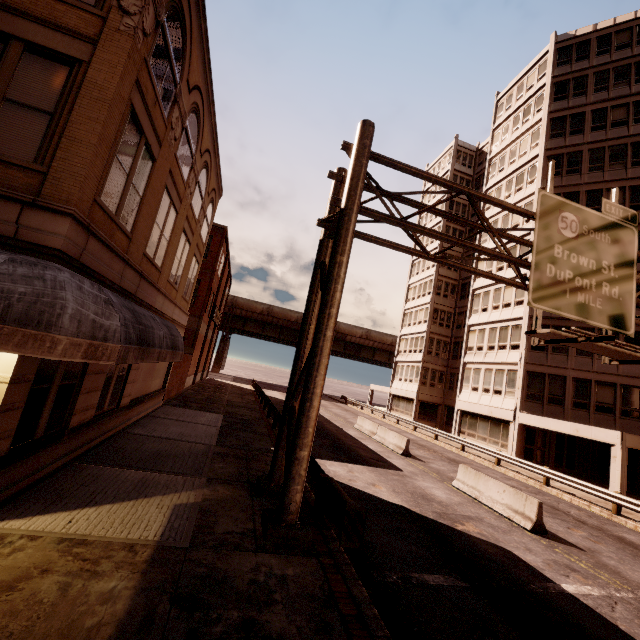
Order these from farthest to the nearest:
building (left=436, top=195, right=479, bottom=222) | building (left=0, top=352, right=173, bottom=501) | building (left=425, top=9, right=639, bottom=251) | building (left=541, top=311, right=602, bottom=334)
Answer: building (left=436, top=195, right=479, bottom=222), building (left=425, top=9, right=639, bottom=251), building (left=541, top=311, right=602, bottom=334), building (left=0, top=352, right=173, bottom=501)

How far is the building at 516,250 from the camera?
27.6m

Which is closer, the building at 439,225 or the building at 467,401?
the building at 467,401

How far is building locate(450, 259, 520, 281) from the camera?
28.2 meters

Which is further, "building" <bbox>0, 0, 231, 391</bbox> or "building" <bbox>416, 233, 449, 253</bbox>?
"building" <bbox>416, 233, 449, 253</bbox>

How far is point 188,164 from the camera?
12.3m
